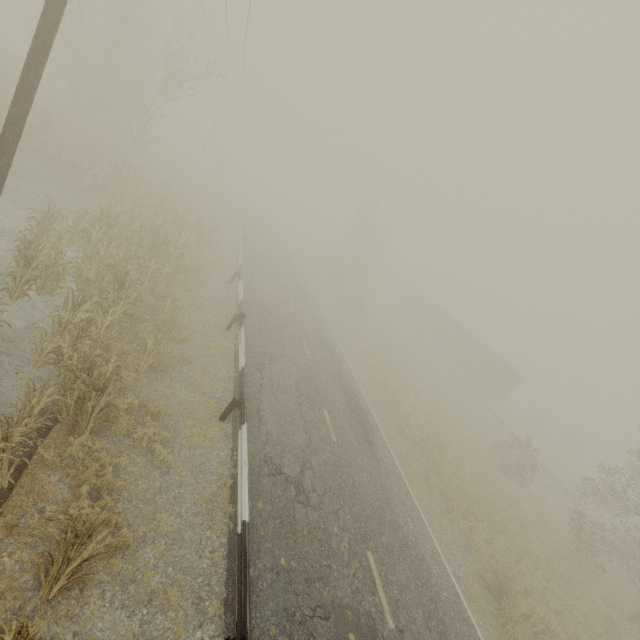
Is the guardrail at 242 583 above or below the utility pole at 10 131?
below

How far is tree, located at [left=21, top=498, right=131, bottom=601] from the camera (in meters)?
3.83

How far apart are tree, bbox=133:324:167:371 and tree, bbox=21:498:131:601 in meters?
4.7

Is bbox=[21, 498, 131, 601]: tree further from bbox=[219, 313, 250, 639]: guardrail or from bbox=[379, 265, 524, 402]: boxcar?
bbox=[379, 265, 524, 402]: boxcar

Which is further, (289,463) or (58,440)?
(289,463)

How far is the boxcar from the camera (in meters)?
33.72

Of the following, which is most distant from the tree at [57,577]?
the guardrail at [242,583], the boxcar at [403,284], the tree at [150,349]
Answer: the boxcar at [403,284]

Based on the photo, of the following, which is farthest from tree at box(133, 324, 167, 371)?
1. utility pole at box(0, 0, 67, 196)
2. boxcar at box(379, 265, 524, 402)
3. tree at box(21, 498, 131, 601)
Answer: boxcar at box(379, 265, 524, 402)
